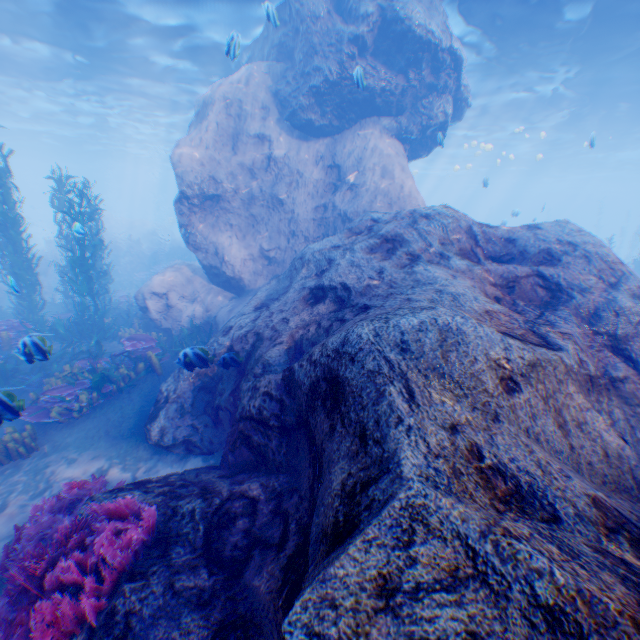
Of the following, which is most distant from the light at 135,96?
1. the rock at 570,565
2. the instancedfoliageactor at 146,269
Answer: the instancedfoliageactor at 146,269

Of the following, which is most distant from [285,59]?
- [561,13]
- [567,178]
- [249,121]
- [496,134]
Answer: [567,178]

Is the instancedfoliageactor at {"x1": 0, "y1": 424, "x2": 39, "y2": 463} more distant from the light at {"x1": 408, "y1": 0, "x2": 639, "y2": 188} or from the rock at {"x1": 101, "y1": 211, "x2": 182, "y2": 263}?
the light at {"x1": 408, "y1": 0, "x2": 639, "y2": 188}

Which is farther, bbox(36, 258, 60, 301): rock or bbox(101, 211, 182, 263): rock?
bbox(101, 211, 182, 263): rock

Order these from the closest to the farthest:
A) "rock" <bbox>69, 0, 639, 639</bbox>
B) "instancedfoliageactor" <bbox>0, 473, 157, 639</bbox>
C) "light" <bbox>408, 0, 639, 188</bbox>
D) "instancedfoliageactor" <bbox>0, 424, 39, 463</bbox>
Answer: "rock" <bbox>69, 0, 639, 639</bbox>, "instancedfoliageactor" <bbox>0, 473, 157, 639</bbox>, "instancedfoliageactor" <bbox>0, 424, 39, 463</bbox>, "light" <bbox>408, 0, 639, 188</bbox>

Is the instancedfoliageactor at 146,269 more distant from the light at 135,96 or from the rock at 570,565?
the light at 135,96

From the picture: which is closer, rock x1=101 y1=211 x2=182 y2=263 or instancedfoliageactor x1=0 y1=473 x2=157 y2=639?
instancedfoliageactor x1=0 y1=473 x2=157 y2=639
